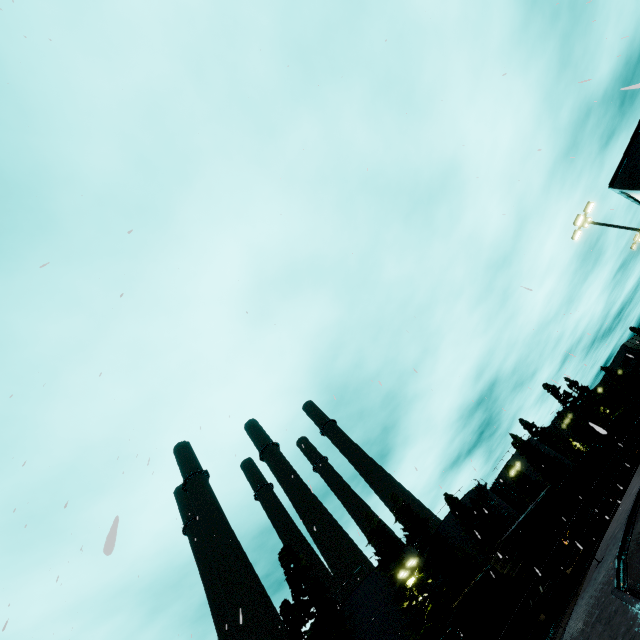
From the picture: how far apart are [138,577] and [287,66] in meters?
20.7 m

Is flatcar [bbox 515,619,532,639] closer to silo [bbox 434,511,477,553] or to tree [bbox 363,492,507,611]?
tree [bbox 363,492,507,611]

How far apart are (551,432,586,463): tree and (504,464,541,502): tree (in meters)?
12.74

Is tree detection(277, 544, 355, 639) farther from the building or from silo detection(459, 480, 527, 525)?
the building

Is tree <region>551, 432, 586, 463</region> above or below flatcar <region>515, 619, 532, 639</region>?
above

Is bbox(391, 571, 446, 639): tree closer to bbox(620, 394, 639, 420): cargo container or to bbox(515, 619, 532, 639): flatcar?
bbox(515, 619, 532, 639): flatcar

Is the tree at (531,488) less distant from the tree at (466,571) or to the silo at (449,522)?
the tree at (466,571)

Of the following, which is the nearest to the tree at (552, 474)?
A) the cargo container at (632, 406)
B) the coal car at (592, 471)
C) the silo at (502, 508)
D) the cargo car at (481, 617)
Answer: the silo at (502, 508)
